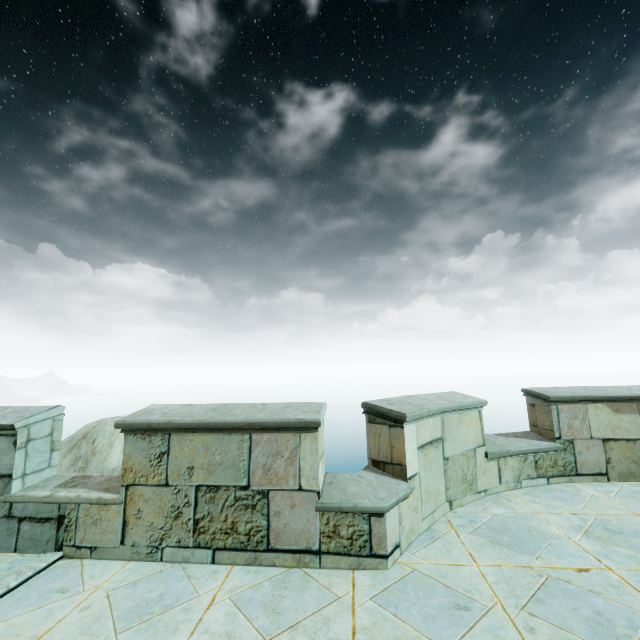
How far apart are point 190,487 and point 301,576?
1.4 meters
